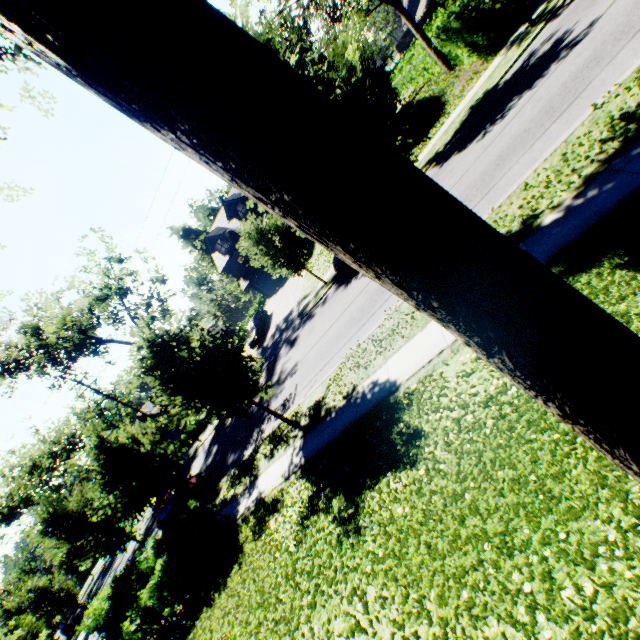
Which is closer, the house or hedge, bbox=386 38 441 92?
hedge, bbox=386 38 441 92

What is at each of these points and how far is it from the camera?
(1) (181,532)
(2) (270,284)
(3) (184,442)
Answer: (1) hedge, 10.9 meters
(2) garage door, 40.8 meters
(3) hedge, 35.4 meters

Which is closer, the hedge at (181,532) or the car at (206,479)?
the hedge at (181,532)

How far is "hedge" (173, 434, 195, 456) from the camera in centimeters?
3485cm

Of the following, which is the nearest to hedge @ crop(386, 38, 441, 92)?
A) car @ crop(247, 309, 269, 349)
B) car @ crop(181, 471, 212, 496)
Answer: car @ crop(247, 309, 269, 349)

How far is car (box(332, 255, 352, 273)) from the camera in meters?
17.5 m

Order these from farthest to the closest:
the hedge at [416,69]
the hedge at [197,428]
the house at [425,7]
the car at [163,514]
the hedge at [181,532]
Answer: the house at [425,7], the hedge at [197,428], the hedge at [416,69], the car at [163,514], the hedge at [181,532]

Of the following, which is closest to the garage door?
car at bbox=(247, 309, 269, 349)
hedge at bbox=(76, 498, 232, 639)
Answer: car at bbox=(247, 309, 269, 349)
